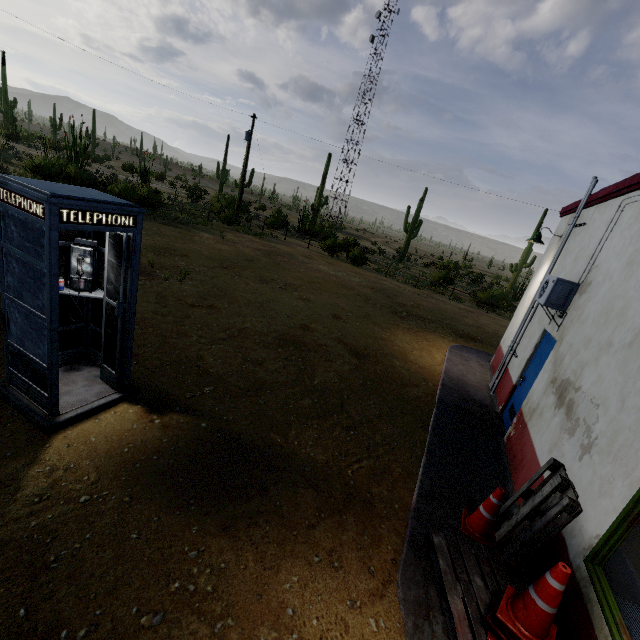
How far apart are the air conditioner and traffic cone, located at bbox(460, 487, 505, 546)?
3.5m

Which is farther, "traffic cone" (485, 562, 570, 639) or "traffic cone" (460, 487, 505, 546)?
"traffic cone" (460, 487, 505, 546)

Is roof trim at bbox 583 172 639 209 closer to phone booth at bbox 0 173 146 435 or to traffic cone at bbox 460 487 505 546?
traffic cone at bbox 460 487 505 546

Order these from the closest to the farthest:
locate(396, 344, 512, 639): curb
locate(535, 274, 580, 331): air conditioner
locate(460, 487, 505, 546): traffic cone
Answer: locate(396, 344, 512, 639): curb < locate(460, 487, 505, 546): traffic cone < locate(535, 274, 580, 331): air conditioner

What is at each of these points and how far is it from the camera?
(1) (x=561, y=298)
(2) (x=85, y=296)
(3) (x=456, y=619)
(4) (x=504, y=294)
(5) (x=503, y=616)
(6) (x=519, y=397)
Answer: (1) air conditioner, 5.7 meters
(2) phone booth, 4.2 meters
(3) pallet, 2.9 meters
(4) plant, 27.7 meters
(5) traffic cone, 2.8 meters
(6) door, 6.7 meters

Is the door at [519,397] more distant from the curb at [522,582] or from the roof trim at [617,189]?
the roof trim at [617,189]

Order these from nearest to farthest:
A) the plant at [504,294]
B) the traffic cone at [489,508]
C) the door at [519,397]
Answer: the traffic cone at [489,508], the door at [519,397], the plant at [504,294]

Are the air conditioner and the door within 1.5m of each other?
yes
